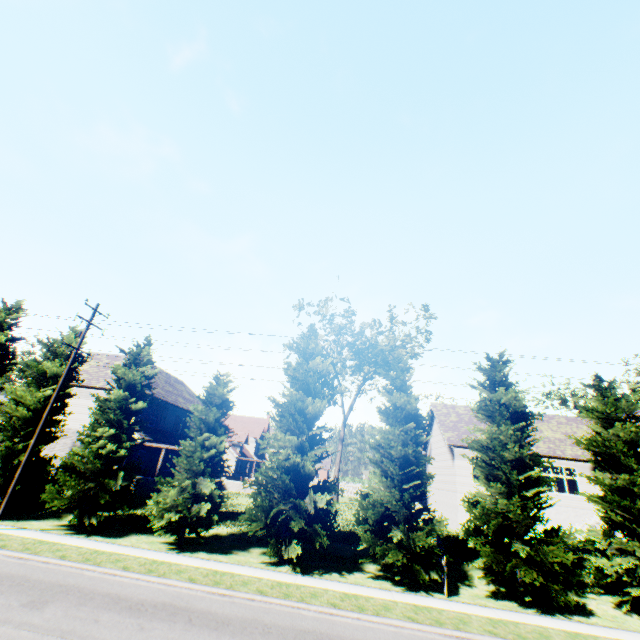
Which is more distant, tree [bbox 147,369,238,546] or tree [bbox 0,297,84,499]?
tree [bbox 0,297,84,499]

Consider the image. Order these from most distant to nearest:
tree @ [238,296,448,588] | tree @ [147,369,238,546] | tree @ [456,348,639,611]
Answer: tree @ [147,369,238,546] < tree @ [238,296,448,588] < tree @ [456,348,639,611]

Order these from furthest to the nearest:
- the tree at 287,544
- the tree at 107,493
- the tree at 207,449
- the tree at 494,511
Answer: the tree at 107,493 → the tree at 207,449 → the tree at 287,544 → the tree at 494,511

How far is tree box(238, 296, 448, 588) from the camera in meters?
15.0 m

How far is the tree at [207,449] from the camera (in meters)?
15.89

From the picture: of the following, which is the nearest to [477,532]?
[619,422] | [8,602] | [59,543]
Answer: [619,422]
